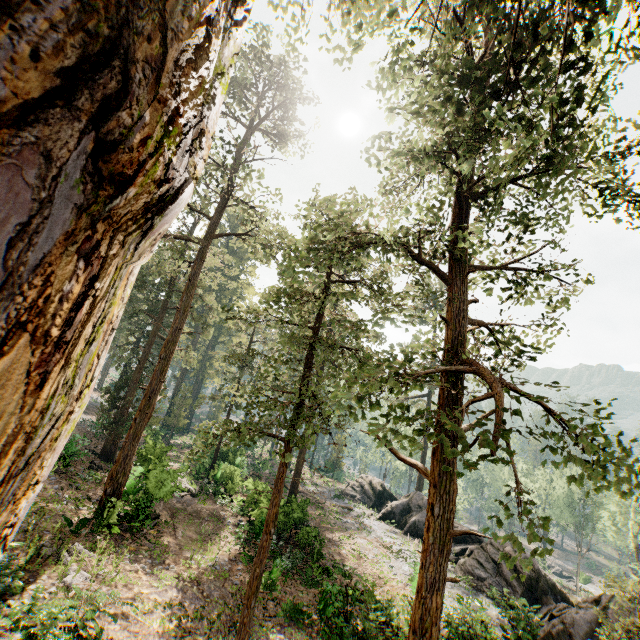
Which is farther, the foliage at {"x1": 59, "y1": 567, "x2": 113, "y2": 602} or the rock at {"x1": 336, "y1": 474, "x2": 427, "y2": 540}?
the rock at {"x1": 336, "y1": 474, "x2": 427, "y2": 540}

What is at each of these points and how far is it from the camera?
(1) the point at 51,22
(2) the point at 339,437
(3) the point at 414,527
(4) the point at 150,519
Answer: (1) foliage, 0.7m
(2) foliage, 51.1m
(3) rock, 30.3m
(4) foliage, 16.5m

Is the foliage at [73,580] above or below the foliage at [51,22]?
below

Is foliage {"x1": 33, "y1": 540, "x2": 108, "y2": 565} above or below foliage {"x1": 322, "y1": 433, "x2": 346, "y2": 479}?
below

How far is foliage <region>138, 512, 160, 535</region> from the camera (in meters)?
16.55

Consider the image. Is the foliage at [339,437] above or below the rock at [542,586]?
above
